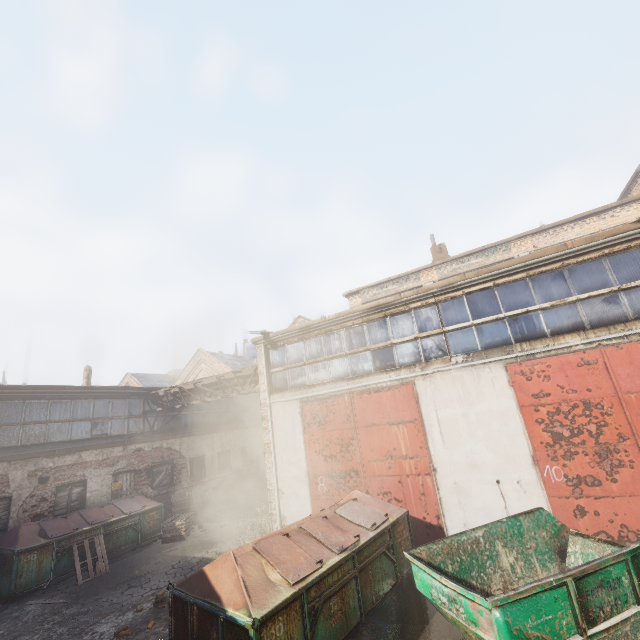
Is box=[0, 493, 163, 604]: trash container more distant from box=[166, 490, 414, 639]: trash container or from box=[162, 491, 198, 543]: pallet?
box=[166, 490, 414, 639]: trash container

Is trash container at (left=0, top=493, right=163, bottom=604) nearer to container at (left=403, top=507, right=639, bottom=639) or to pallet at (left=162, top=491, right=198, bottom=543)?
pallet at (left=162, top=491, right=198, bottom=543)

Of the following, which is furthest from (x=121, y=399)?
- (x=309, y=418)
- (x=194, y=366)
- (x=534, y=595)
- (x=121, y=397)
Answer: (x=534, y=595)

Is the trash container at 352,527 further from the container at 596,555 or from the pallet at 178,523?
the pallet at 178,523

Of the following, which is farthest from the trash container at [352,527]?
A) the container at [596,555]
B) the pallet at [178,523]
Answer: the pallet at [178,523]

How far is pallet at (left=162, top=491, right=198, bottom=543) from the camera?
12.2 meters

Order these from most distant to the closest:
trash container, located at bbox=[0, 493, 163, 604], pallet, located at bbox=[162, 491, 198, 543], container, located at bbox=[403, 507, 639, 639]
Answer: pallet, located at bbox=[162, 491, 198, 543]
trash container, located at bbox=[0, 493, 163, 604]
container, located at bbox=[403, 507, 639, 639]

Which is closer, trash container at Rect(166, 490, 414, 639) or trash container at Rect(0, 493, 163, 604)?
trash container at Rect(166, 490, 414, 639)
